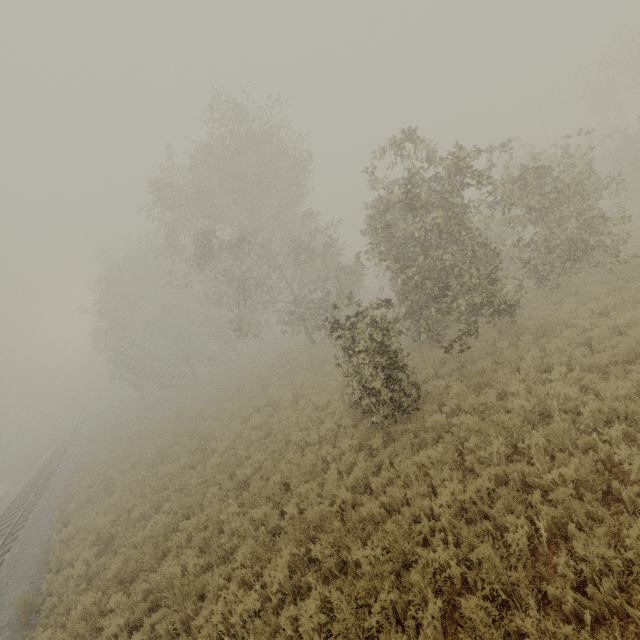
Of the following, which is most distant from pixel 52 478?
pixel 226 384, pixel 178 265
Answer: pixel 178 265
